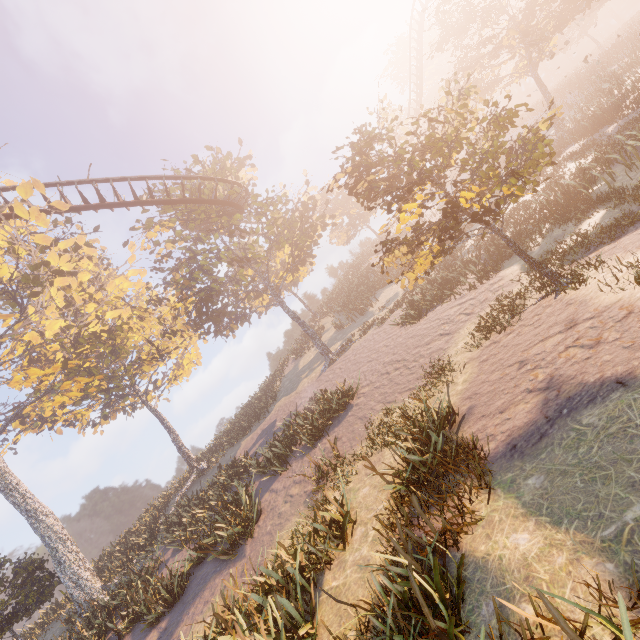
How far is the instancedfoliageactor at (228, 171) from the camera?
23.59m

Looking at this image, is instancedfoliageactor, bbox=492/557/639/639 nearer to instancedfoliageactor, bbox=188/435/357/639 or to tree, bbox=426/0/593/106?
instancedfoliageactor, bbox=188/435/357/639

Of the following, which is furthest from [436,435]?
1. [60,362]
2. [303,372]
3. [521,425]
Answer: [60,362]

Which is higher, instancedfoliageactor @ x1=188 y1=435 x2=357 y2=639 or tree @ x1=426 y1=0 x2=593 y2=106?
tree @ x1=426 y1=0 x2=593 y2=106

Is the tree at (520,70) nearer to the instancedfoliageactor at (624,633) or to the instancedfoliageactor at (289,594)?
the instancedfoliageactor at (624,633)

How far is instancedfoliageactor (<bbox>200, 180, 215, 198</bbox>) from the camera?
21.8 meters

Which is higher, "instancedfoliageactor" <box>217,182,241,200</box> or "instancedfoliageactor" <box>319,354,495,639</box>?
"instancedfoliageactor" <box>217,182,241,200</box>

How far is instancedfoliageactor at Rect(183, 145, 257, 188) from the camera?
23.6 meters
